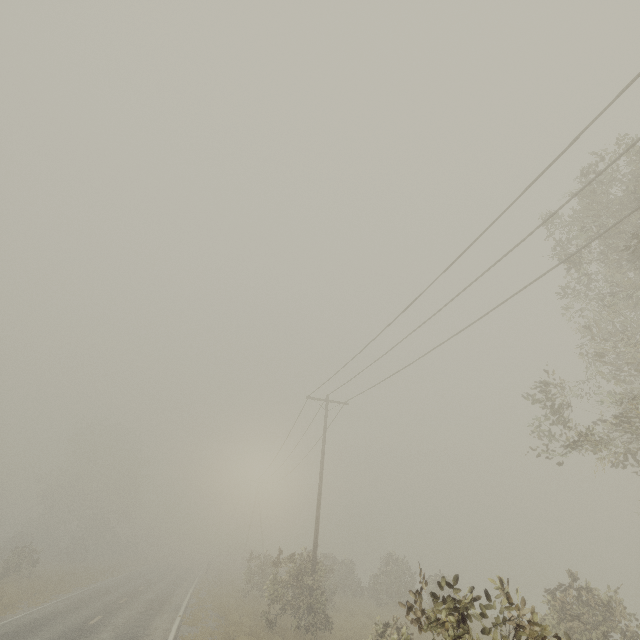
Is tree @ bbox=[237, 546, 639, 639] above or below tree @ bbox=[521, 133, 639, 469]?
below

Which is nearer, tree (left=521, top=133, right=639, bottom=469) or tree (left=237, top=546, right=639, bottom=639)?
tree (left=237, top=546, right=639, bottom=639)

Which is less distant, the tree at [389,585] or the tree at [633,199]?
the tree at [389,585]

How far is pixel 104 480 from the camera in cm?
5100

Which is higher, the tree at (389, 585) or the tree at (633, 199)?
the tree at (633, 199)
